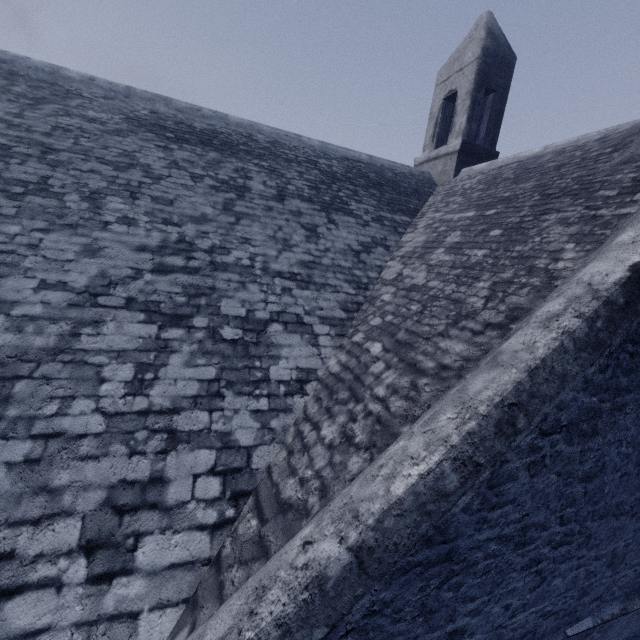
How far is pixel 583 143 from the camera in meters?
5.3 m
